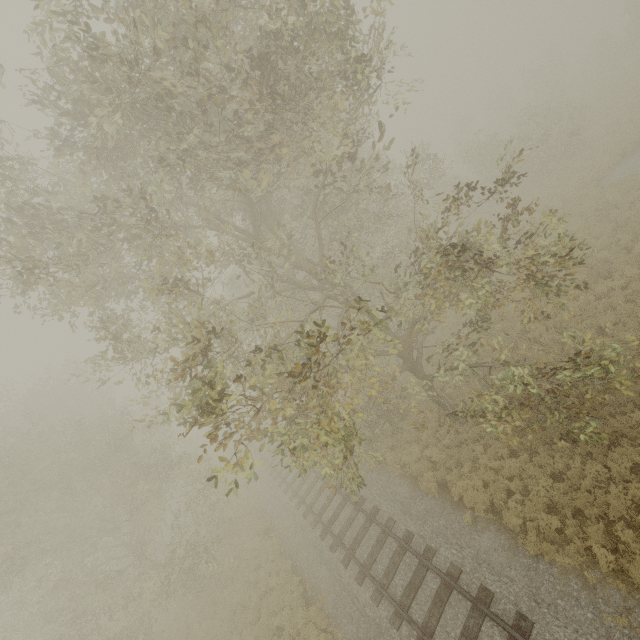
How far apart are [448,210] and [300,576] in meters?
16.0
